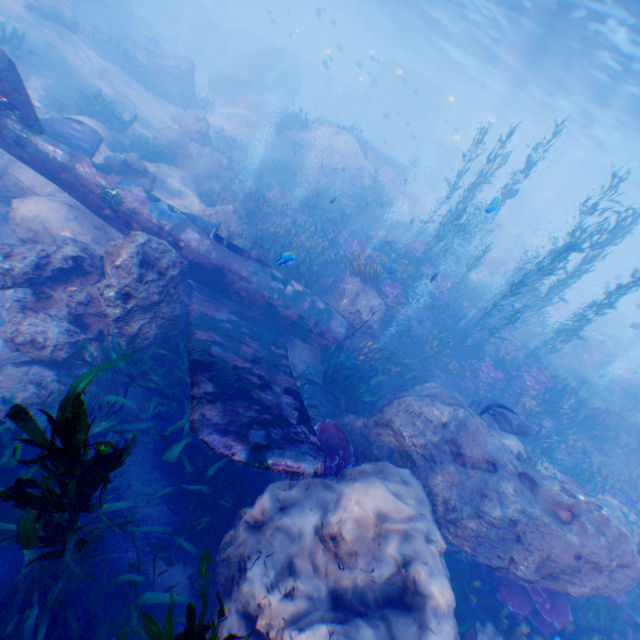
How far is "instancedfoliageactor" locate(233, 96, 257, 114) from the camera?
25.2m

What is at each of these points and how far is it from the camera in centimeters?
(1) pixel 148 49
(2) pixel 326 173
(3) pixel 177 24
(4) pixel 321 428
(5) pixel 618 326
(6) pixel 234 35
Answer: (1) instancedfoliageactor, 1984cm
(2) instancedfoliageactor, 2048cm
(3) rock, 3144cm
(4) instancedfoliageactor, 659cm
(5) rock, 3441cm
(6) submarine, 4316cm

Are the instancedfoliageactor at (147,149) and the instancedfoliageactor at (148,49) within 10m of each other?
no

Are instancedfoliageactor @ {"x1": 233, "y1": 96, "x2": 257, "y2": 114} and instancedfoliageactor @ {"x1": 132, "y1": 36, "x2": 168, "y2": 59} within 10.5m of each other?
yes

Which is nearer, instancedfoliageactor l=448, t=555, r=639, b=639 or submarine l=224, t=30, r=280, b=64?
instancedfoliageactor l=448, t=555, r=639, b=639

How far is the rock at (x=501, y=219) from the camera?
23.4m

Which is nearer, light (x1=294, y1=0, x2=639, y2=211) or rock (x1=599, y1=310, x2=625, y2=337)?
light (x1=294, y1=0, x2=639, y2=211)

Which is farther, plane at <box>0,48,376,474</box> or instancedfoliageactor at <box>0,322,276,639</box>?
plane at <box>0,48,376,474</box>
